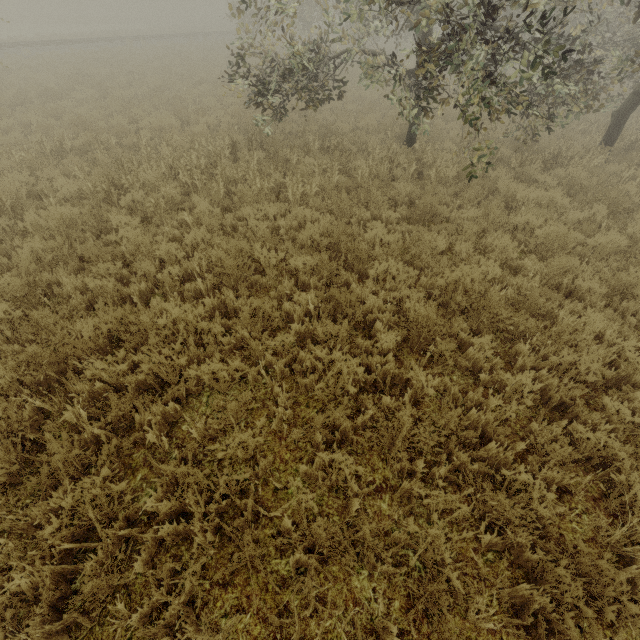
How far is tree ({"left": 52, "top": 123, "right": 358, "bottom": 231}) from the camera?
6.95m

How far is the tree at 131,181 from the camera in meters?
7.0 m

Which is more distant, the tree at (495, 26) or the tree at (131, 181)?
the tree at (131, 181)

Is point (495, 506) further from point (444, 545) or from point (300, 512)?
point (300, 512)

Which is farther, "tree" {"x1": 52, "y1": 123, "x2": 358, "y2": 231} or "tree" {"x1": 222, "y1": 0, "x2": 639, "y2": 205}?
"tree" {"x1": 52, "y1": 123, "x2": 358, "y2": 231}
